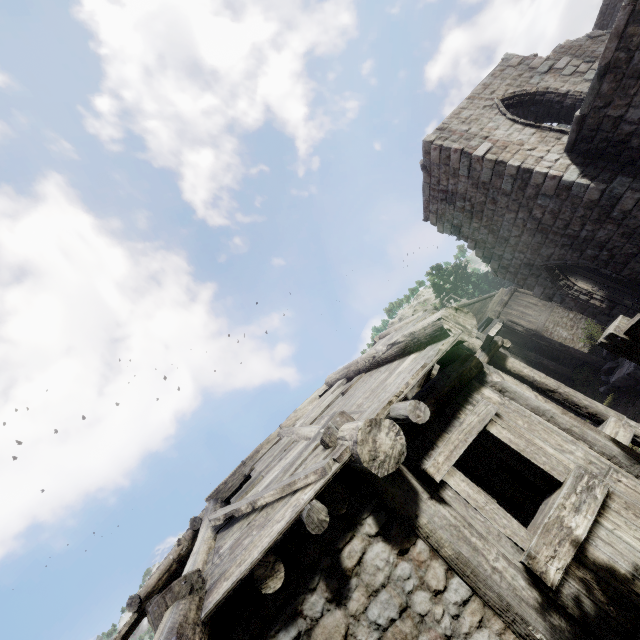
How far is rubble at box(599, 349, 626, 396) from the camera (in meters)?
13.10

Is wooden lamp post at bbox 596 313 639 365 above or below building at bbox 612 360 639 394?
above

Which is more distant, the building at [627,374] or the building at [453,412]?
the building at [627,374]

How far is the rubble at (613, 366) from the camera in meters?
13.1 m

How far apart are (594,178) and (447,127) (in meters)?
5.42

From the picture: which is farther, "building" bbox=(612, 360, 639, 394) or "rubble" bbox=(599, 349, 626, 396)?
"rubble" bbox=(599, 349, 626, 396)

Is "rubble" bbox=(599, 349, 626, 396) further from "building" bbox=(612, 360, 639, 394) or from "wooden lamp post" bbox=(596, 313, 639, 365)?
"wooden lamp post" bbox=(596, 313, 639, 365)
